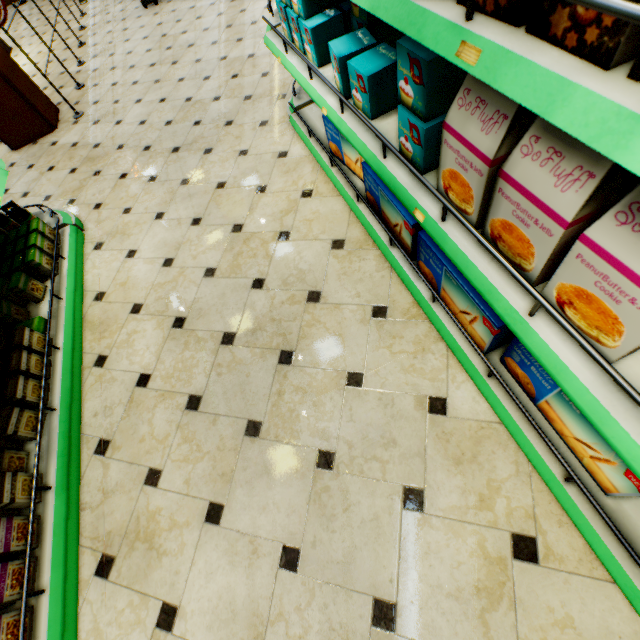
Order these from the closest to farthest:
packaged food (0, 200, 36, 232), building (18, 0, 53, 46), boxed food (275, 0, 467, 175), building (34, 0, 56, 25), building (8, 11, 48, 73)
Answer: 1. boxed food (275, 0, 467, 175)
2. packaged food (0, 200, 36, 232)
3. building (8, 11, 48, 73)
4. building (18, 0, 53, 46)
5. building (34, 0, 56, 25)

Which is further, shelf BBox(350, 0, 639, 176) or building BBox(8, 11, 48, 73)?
building BBox(8, 11, 48, 73)

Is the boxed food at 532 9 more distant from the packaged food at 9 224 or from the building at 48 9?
the packaged food at 9 224

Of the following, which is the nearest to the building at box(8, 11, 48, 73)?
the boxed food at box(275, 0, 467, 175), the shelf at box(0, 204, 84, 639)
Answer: the shelf at box(0, 204, 84, 639)

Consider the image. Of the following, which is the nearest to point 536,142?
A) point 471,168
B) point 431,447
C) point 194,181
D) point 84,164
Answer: point 471,168

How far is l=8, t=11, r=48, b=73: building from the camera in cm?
623

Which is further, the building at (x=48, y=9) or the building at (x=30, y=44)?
the building at (x=48, y=9)

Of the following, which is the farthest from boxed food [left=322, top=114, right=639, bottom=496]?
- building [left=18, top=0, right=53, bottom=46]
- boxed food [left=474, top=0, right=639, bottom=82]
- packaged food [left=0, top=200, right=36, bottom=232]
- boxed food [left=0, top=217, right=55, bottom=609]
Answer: packaged food [left=0, top=200, right=36, bottom=232]
